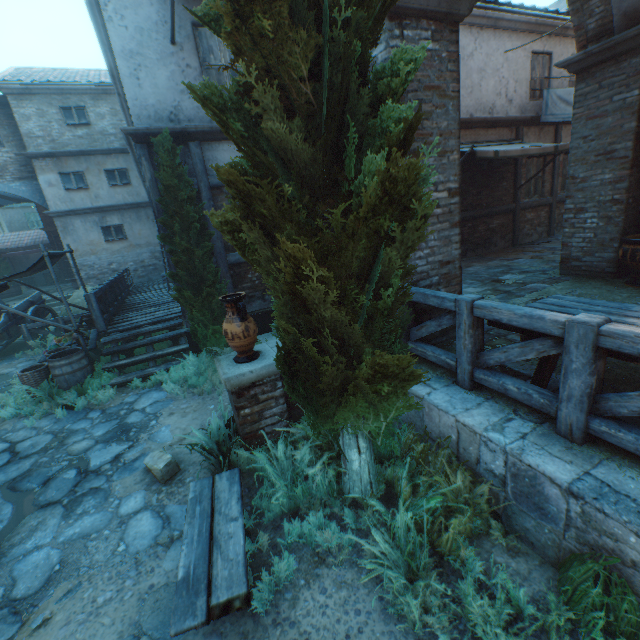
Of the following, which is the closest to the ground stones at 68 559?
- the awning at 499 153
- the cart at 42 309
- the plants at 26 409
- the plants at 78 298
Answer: the plants at 26 409

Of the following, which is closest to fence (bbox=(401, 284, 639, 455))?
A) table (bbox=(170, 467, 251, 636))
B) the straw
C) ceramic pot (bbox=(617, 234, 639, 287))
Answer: the straw

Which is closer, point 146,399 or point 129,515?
point 129,515

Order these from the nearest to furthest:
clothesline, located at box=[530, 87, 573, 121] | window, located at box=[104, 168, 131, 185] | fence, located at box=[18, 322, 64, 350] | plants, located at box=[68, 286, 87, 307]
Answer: clothesline, located at box=[530, 87, 573, 121] → fence, located at box=[18, 322, 64, 350] → plants, located at box=[68, 286, 87, 307] → window, located at box=[104, 168, 131, 185]

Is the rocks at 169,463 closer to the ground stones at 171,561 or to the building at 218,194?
the ground stones at 171,561

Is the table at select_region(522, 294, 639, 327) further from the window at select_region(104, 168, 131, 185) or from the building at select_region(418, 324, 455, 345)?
the window at select_region(104, 168, 131, 185)

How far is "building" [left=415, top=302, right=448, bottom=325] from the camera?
4.21m
